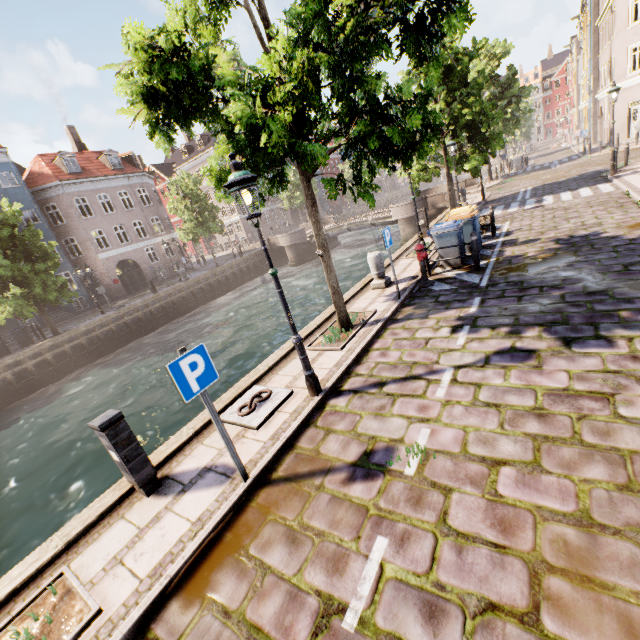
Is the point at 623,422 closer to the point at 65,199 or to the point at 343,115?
the point at 343,115

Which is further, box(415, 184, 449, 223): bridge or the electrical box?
box(415, 184, 449, 223): bridge

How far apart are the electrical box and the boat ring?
1.34m

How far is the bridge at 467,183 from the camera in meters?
28.0

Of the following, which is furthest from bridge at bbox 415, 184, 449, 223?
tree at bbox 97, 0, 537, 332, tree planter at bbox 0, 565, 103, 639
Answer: tree planter at bbox 0, 565, 103, 639

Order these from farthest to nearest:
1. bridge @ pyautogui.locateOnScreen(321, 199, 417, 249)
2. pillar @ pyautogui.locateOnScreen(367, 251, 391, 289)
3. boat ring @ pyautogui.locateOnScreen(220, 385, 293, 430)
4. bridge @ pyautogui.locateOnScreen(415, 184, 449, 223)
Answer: bridge @ pyautogui.locateOnScreen(321, 199, 417, 249) < bridge @ pyautogui.locateOnScreen(415, 184, 449, 223) < pillar @ pyautogui.locateOnScreen(367, 251, 391, 289) < boat ring @ pyautogui.locateOnScreen(220, 385, 293, 430)

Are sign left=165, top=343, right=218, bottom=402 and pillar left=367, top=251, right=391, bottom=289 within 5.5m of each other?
no

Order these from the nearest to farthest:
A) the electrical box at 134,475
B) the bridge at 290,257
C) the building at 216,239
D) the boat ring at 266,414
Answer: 1. the electrical box at 134,475
2. the boat ring at 266,414
3. the bridge at 290,257
4. the building at 216,239
